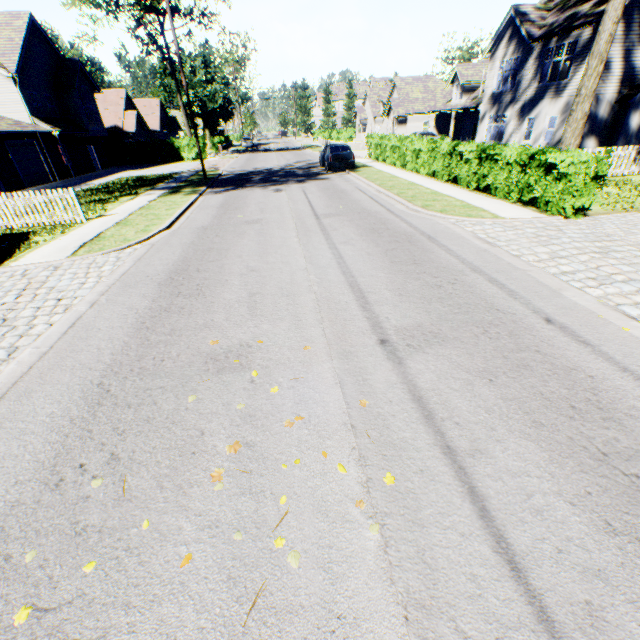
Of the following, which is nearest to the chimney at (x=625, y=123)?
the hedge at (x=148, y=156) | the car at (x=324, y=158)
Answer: the car at (x=324, y=158)

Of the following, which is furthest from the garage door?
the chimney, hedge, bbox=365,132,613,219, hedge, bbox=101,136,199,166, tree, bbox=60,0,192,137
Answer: the chimney

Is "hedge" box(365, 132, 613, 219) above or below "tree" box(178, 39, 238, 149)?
below

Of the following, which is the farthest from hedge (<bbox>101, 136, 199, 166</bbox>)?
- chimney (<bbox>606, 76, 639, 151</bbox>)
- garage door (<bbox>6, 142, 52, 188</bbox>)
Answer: chimney (<bbox>606, 76, 639, 151</bbox>)

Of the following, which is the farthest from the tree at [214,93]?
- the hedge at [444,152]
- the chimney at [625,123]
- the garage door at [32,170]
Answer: the garage door at [32,170]

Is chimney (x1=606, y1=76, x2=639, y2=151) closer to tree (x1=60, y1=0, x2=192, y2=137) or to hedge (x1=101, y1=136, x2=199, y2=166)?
tree (x1=60, y1=0, x2=192, y2=137)

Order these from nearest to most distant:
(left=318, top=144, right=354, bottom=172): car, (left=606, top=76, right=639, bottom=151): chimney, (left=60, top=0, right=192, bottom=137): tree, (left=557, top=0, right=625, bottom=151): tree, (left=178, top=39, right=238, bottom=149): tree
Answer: (left=557, top=0, right=625, bottom=151): tree
(left=606, top=76, right=639, bottom=151): chimney
(left=318, top=144, right=354, bottom=172): car
(left=60, top=0, right=192, bottom=137): tree
(left=178, top=39, right=238, bottom=149): tree

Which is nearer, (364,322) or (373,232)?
(364,322)
